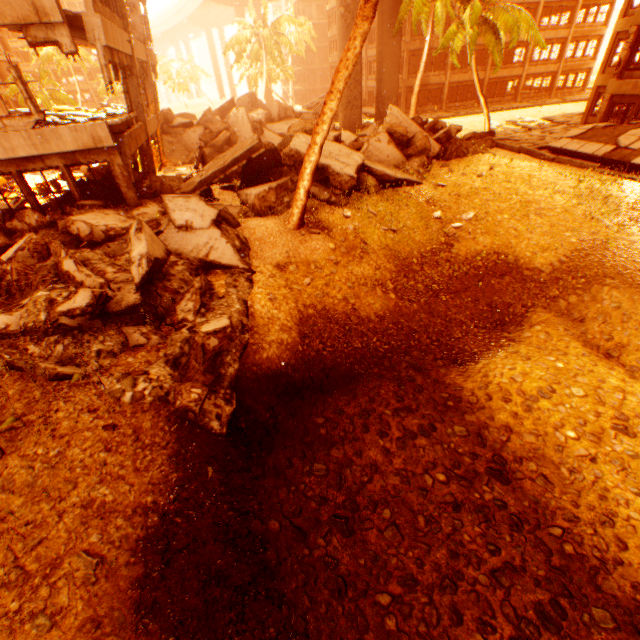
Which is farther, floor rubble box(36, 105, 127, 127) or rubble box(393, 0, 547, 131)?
rubble box(393, 0, 547, 131)

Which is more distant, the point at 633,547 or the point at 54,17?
the point at 54,17

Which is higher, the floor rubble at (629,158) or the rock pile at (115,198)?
the rock pile at (115,198)

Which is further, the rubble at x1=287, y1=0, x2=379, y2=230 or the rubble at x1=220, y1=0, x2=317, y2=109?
the rubble at x1=220, y1=0, x2=317, y2=109

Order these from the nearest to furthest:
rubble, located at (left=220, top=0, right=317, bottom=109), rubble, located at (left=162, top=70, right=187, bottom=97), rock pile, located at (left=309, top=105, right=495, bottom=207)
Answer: rock pile, located at (left=309, top=105, right=495, bottom=207)
rubble, located at (left=220, top=0, right=317, bottom=109)
rubble, located at (left=162, top=70, right=187, bottom=97)

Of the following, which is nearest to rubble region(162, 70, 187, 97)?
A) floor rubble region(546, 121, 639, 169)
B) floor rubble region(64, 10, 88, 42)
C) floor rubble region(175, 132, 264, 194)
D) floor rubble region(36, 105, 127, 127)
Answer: floor rubble region(175, 132, 264, 194)

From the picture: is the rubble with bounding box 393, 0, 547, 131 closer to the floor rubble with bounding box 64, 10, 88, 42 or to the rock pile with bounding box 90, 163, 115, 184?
the rock pile with bounding box 90, 163, 115, 184

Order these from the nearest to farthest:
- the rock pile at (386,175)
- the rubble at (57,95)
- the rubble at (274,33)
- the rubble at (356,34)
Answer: the rubble at (356,34)
the rock pile at (386,175)
the rubble at (57,95)
the rubble at (274,33)
